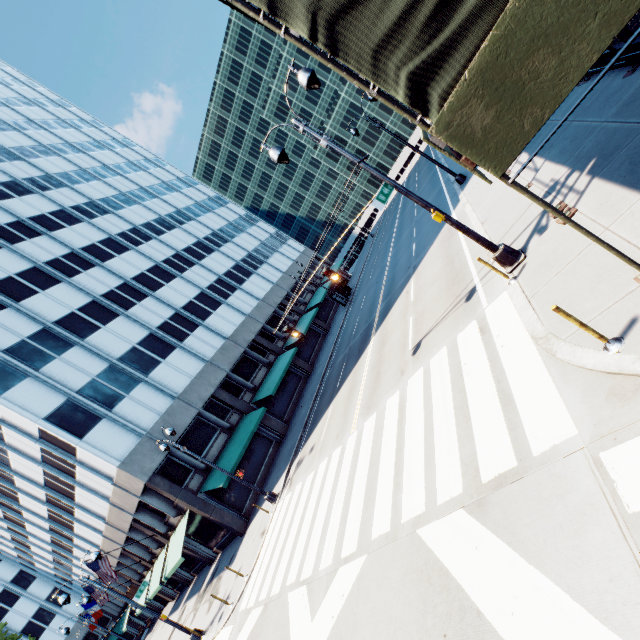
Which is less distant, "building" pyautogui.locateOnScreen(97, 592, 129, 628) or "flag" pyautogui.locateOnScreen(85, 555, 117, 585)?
"flag" pyautogui.locateOnScreen(85, 555, 117, 585)

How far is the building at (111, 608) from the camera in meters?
41.8

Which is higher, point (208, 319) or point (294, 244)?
point (208, 319)

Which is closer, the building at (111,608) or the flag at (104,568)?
the flag at (104,568)

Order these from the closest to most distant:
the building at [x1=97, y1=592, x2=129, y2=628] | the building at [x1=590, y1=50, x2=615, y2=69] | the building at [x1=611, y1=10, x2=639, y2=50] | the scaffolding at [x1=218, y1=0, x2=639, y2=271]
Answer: the scaffolding at [x1=218, y1=0, x2=639, y2=271] → the building at [x1=611, y1=10, x2=639, y2=50] → the building at [x1=590, y1=50, x2=615, y2=69] → the building at [x1=97, y1=592, x2=129, y2=628]

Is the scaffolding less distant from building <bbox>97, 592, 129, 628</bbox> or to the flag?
building <bbox>97, 592, 129, 628</bbox>

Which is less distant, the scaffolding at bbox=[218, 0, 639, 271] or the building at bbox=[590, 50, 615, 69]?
the scaffolding at bbox=[218, 0, 639, 271]

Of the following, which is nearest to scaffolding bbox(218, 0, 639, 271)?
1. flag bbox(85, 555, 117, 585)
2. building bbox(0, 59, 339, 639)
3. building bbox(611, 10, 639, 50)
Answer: building bbox(611, 10, 639, 50)
